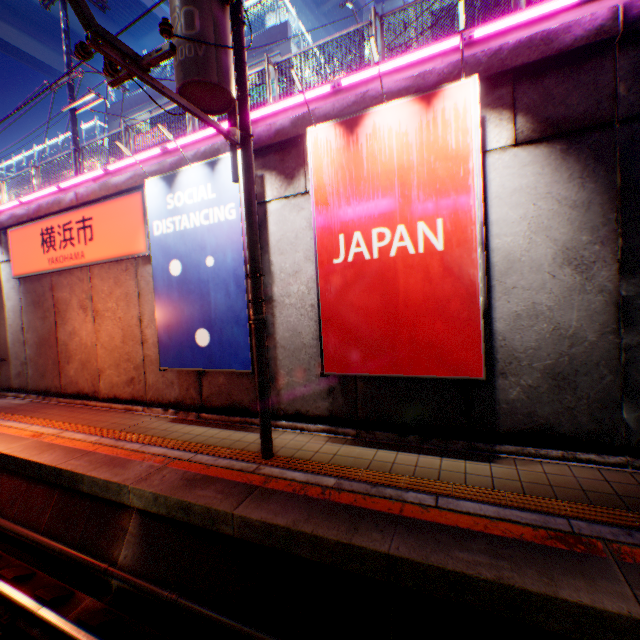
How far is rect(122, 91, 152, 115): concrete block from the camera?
23.0 meters

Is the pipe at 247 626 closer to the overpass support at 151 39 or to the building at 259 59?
the overpass support at 151 39

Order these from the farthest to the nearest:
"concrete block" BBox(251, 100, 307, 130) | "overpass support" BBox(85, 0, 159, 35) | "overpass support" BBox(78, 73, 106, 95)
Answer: "overpass support" BBox(78, 73, 106, 95) → "overpass support" BBox(85, 0, 159, 35) → "concrete block" BBox(251, 100, 307, 130)

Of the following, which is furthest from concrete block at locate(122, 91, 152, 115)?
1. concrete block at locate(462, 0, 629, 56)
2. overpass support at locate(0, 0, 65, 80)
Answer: concrete block at locate(462, 0, 629, 56)

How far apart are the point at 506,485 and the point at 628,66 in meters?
5.9 m

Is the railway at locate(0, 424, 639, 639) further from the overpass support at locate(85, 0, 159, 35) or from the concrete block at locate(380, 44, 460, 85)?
the concrete block at locate(380, 44, 460, 85)

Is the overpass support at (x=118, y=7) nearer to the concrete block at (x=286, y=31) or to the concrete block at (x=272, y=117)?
the concrete block at (x=272, y=117)

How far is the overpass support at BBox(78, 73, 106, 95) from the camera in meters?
36.3
